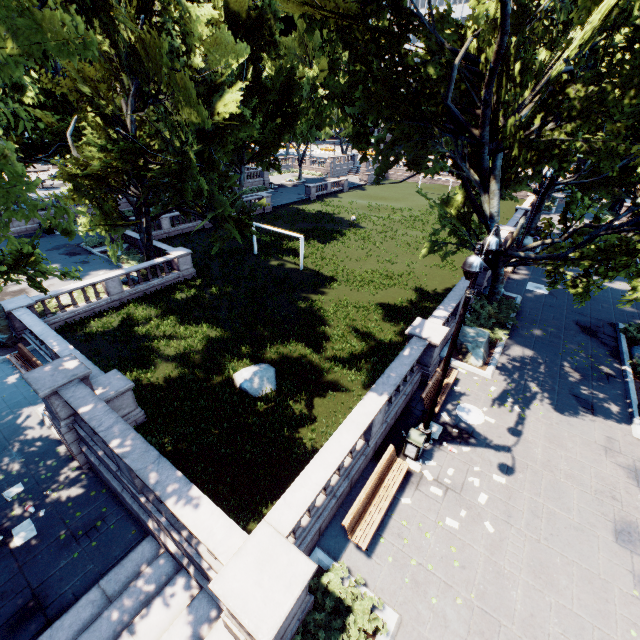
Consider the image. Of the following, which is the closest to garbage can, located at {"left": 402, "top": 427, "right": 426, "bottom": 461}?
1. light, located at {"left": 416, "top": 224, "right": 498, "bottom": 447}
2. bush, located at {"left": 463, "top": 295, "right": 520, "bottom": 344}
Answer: light, located at {"left": 416, "top": 224, "right": 498, "bottom": 447}

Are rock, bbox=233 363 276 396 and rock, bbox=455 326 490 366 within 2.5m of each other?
no

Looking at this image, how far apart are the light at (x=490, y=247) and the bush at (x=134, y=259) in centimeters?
2564cm

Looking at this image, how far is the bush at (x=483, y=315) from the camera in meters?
17.0 m

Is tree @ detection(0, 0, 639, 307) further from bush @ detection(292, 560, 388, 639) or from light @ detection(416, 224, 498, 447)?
bush @ detection(292, 560, 388, 639)

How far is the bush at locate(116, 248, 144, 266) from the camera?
26.2 meters

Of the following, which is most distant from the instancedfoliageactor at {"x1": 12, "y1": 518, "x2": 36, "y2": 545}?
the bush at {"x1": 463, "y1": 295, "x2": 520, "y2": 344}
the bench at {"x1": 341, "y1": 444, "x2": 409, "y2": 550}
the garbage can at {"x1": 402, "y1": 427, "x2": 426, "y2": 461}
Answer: the bush at {"x1": 463, "y1": 295, "x2": 520, "y2": 344}

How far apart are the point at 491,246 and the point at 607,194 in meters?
28.5
